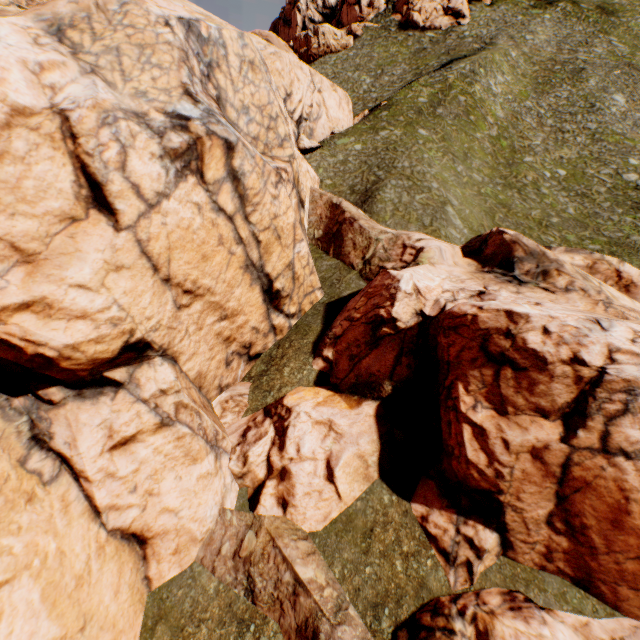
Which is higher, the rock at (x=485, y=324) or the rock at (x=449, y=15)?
the rock at (x=449, y=15)

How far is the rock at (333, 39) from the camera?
58.9 meters

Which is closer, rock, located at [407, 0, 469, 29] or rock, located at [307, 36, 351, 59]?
rock, located at [407, 0, 469, 29]

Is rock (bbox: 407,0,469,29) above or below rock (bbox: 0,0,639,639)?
above

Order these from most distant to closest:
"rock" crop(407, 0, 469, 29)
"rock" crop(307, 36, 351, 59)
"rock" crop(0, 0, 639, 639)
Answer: "rock" crop(307, 36, 351, 59) < "rock" crop(407, 0, 469, 29) < "rock" crop(0, 0, 639, 639)

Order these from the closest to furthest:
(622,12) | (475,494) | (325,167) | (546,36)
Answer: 1. (475,494)
2. (325,167)
3. (546,36)
4. (622,12)
